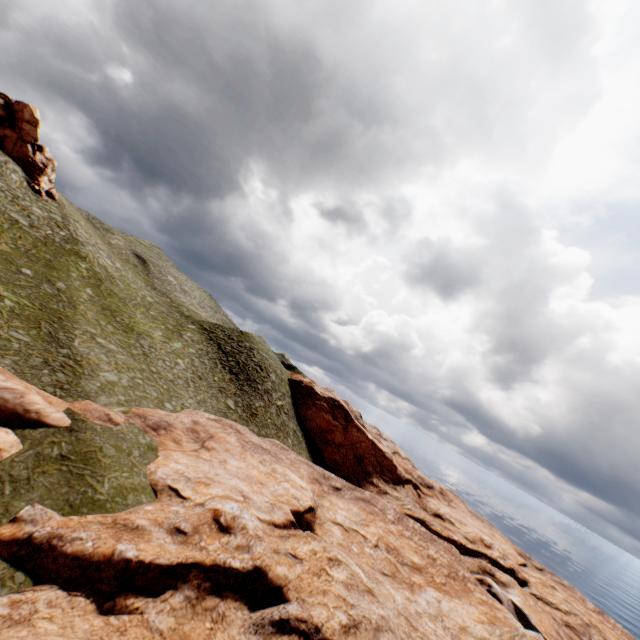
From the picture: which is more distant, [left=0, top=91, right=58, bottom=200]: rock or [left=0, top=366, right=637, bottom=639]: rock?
[left=0, top=91, right=58, bottom=200]: rock

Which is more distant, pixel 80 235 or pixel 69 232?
pixel 80 235

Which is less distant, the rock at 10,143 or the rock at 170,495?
the rock at 170,495

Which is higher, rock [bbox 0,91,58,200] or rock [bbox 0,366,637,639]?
rock [bbox 0,91,58,200]

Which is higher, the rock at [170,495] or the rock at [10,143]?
the rock at [10,143]
